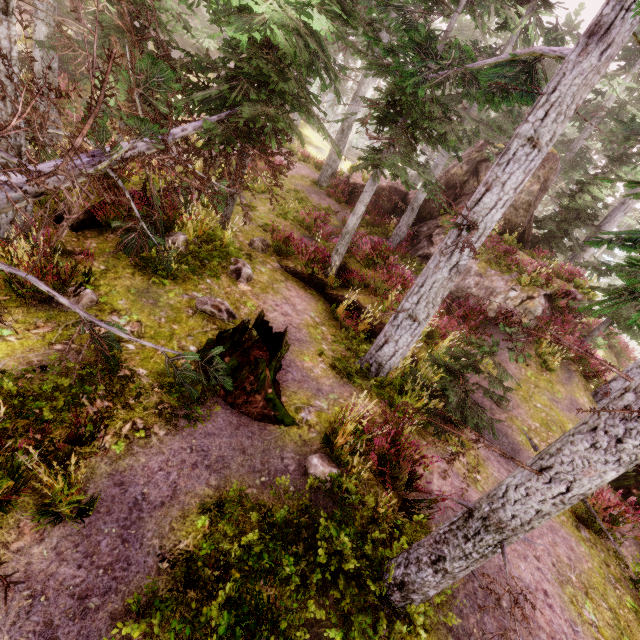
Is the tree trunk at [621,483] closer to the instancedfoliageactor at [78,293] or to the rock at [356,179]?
the instancedfoliageactor at [78,293]

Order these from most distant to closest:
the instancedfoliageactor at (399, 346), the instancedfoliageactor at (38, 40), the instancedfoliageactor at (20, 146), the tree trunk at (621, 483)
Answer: the tree trunk at (621, 483), the instancedfoliageactor at (20, 146), the instancedfoliageactor at (38, 40), the instancedfoliageactor at (399, 346)

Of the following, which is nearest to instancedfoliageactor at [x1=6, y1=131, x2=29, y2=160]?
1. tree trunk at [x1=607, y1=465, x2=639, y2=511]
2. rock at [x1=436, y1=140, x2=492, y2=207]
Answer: rock at [x1=436, y1=140, x2=492, y2=207]

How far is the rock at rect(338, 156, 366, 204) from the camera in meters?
20.1 m

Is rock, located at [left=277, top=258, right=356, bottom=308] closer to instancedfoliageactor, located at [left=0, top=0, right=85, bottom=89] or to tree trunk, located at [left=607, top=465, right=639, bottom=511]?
instancedfoliageactor, located at [left=0, top=0, right=85, bottom=89]

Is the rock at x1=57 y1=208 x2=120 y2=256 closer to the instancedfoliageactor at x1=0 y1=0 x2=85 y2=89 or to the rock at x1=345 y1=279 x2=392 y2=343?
the instancedfoliageactor at x1=0 y1=0 x2=85 y2=89

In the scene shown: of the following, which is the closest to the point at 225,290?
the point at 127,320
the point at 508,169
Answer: the point at 127,320
